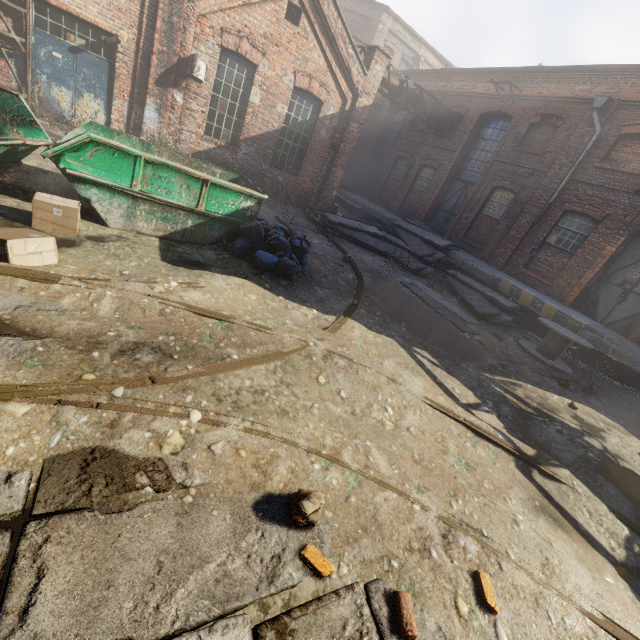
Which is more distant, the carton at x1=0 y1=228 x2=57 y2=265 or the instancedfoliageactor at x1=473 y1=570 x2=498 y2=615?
the carton at x1=0 y1=228 x2=57 y2=265

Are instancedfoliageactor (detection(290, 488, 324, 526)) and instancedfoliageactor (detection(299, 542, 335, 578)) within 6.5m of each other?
yes

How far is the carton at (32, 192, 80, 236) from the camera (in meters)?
4.54

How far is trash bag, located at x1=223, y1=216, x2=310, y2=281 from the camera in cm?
639

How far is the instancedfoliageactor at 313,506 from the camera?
2.39m

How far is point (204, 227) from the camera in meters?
6.4 m

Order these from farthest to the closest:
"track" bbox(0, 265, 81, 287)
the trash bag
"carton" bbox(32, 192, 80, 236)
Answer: the trash bag < "carton" bbox(32, 192, 80, 236) < "track" bbox(0, 265, 81, 287)

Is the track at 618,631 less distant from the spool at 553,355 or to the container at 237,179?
the container at 237,179
